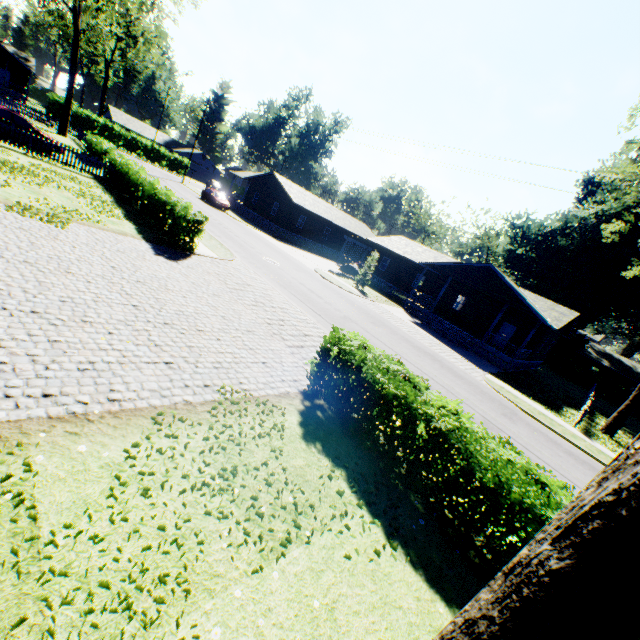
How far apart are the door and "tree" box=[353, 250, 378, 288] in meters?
12.7 m

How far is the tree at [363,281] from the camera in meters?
28.7 m

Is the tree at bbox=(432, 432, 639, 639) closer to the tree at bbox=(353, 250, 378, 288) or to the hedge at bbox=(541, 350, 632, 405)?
the hedge at bbox=(541, 350, 632, 405)

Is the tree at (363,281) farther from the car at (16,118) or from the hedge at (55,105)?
the hedge at (55,105)

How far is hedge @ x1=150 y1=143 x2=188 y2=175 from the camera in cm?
5512

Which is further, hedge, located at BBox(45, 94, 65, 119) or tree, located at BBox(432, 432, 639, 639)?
hedge, located at BBox(45, 94, 65, 119)

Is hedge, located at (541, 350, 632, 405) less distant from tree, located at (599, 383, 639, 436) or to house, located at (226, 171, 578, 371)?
house, located at (226, 171, 578, 371)

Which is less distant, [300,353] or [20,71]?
[300,353]
